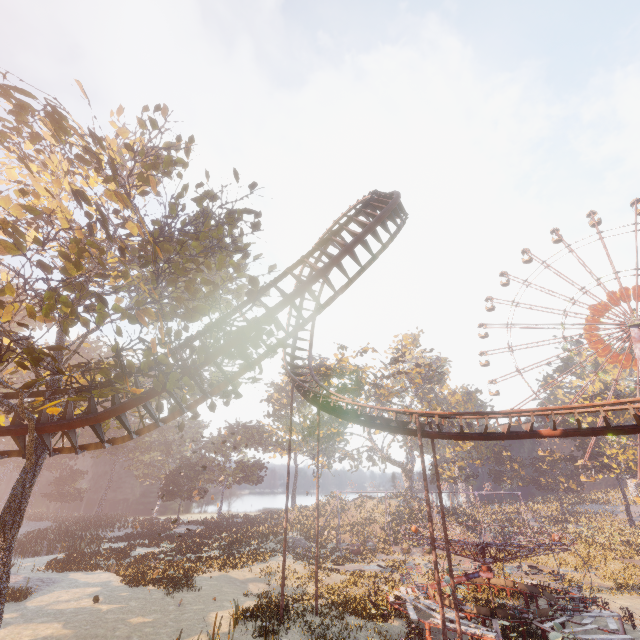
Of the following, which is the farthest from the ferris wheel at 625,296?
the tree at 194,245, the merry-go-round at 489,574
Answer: the tree at 194,245

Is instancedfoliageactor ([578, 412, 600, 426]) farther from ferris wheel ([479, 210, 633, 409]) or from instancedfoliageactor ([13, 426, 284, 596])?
instancedfoliageactor ([13, 426, 284, 596])

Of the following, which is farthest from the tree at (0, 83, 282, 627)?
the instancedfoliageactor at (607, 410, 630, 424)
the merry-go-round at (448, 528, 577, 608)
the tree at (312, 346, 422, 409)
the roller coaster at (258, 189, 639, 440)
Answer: the instancedfoliageactor at (607, 410, 630, 424)

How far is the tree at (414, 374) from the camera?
46.03m

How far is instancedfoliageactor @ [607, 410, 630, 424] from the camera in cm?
5109

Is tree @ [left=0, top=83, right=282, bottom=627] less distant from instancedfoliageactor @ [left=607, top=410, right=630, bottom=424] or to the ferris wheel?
instancedfoliageactor @ [left=607, top=410, right=630, bottom=424]

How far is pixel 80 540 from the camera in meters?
35.1 m

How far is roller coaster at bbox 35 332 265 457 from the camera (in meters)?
10.60
